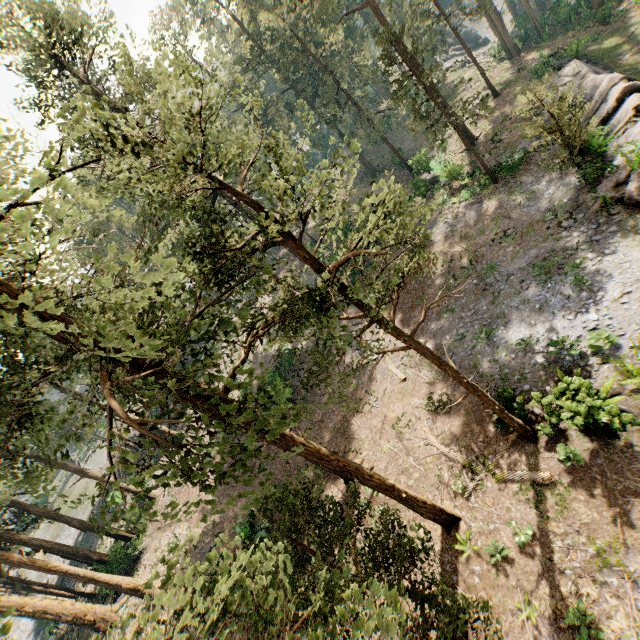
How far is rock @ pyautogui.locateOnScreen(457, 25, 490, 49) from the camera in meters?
57.7

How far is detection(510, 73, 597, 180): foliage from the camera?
16.92m

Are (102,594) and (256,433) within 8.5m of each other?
no

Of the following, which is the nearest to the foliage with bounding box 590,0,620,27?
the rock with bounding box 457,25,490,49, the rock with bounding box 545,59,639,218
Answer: the rock with bounding box 457,25,490,49

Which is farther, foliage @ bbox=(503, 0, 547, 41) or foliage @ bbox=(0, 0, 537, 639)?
foliage @ bbox=(503, 0, 547, 41)

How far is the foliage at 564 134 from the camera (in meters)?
16.92

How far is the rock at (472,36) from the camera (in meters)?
57.69

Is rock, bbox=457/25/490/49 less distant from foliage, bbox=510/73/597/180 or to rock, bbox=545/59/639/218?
foliage, bbox=510/73/597/180
